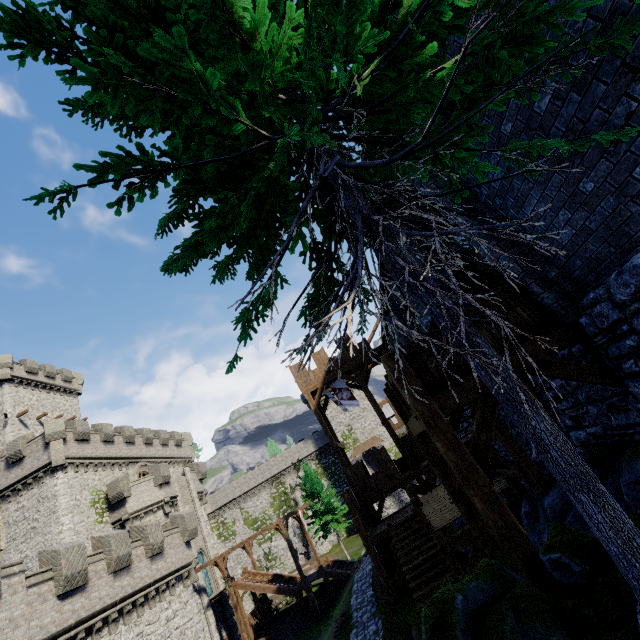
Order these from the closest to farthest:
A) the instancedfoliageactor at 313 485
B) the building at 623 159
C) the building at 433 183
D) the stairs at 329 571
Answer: the building at 623 159 → the building at 433 183 → the stairs at 329 571 → the instancedfoliageactor at 313 485

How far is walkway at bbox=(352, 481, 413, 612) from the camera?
14.4 meters

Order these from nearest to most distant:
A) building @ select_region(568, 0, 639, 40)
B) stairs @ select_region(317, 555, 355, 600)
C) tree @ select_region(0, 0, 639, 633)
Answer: tree @ select_region(0, 0, 639, 633) → building @ select_region(568, 0, 639, 40) → stairs @ select_region(317, 555, 355, 600)

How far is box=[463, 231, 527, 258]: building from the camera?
5.9 meters

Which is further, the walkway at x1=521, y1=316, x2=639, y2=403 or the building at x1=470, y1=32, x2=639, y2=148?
the walkway at x1=521, y1=316, x2=639, y2=403

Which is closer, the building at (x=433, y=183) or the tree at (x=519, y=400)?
the tree at (x=519, y=400)

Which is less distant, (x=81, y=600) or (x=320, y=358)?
(x=81, y=600)

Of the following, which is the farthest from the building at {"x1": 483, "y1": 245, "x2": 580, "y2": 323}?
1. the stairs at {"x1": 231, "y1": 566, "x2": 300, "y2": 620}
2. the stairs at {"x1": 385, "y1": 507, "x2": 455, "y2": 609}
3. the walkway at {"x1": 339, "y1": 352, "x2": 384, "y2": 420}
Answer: the stairs at {"x1": 231, "y1": 566, "x2": 300, "y2": 620}
